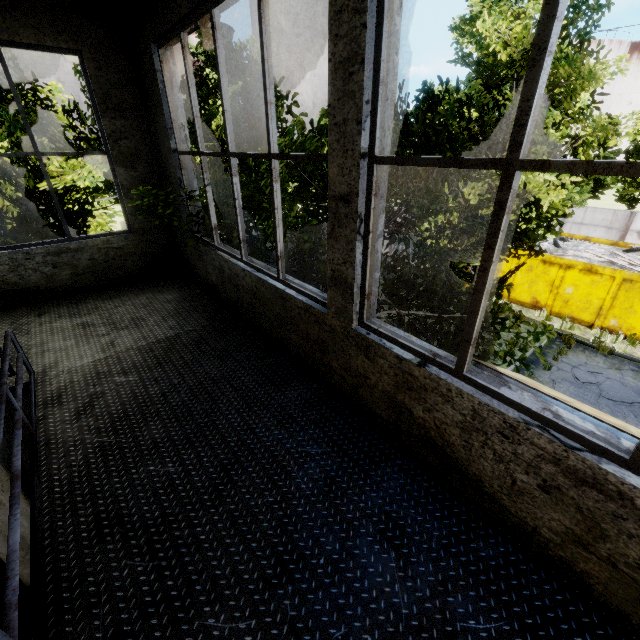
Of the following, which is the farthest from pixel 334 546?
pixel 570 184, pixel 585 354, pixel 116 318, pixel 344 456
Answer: pixel 570 184

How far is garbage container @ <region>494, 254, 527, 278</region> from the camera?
14.5m

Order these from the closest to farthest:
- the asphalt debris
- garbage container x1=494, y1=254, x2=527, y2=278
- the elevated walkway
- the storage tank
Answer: the elevated walkway, the asphalt debris, garbage container x1=494, y1=254, x2=527, y2=278, the storage tank

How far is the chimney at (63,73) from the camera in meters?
47.8

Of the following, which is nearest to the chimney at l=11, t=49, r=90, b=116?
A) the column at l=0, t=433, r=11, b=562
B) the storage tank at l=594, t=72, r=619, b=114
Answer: the storage tank at l=594, t=72, r=619, b=114

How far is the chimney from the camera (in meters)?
47.75

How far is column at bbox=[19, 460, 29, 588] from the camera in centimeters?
361cm

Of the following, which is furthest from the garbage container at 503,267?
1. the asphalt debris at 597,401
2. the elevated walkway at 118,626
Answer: the elevated walkway at 118,626
